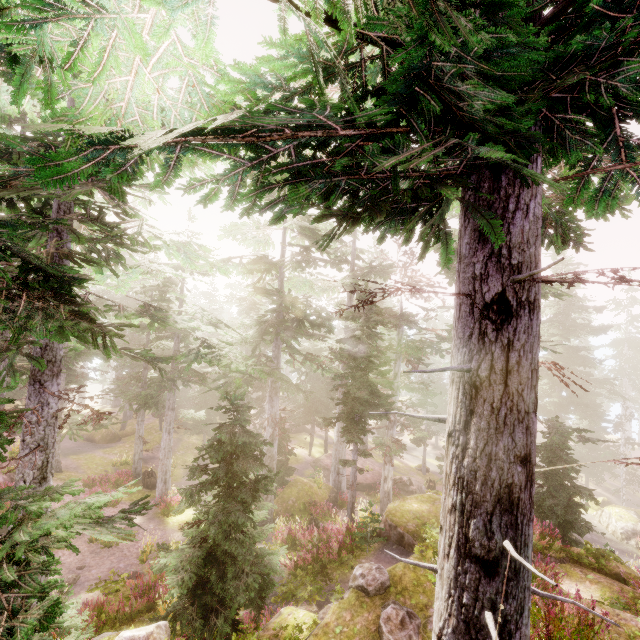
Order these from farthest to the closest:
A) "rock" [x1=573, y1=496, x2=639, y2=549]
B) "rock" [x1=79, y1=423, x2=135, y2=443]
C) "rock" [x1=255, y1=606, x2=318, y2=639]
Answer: "rock" [x1=79, y1=423, x2=135, y2=443] < "rock" [x1=573, y1=496, x2=639, y2=549] < "rock" [x1=255, y1=606, x2=318, y2=639]

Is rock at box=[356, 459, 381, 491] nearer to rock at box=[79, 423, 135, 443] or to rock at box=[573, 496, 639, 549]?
rock at box=[573, 496, 639, 549]

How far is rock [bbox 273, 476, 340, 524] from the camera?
19.69m

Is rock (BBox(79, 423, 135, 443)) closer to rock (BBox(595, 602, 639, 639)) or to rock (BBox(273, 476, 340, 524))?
rock (BBox(273, 476, 340, 524))

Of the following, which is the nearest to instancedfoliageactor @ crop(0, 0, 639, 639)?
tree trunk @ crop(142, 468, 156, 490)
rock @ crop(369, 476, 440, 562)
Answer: rock @ crop(369, 476, 440, 562)

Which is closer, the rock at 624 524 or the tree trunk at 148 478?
the rock at 624 524

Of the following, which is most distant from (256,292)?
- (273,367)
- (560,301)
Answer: (560,301)

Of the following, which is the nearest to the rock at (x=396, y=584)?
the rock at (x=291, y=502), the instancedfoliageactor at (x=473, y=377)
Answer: the instancedfoliageactor at (x=473, y=377)
